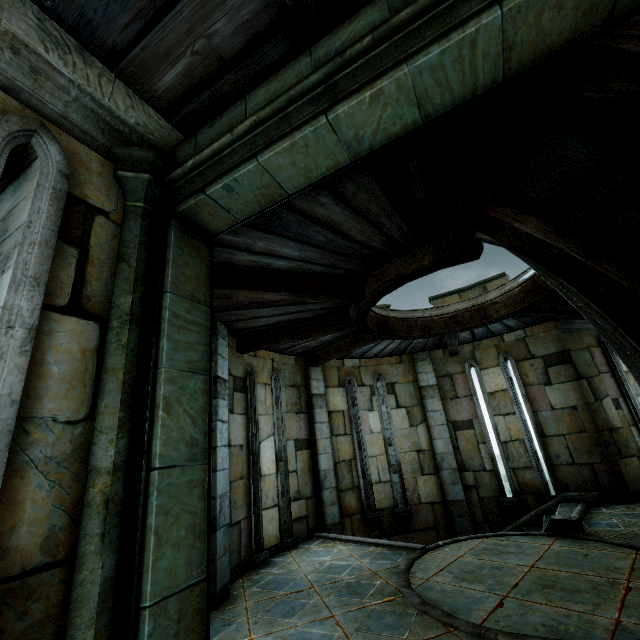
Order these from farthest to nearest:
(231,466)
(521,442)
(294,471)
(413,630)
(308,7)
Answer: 1. (521,442)
2. (294,471)
3. (231,466)
4. (413,630)
5. (308,7)
